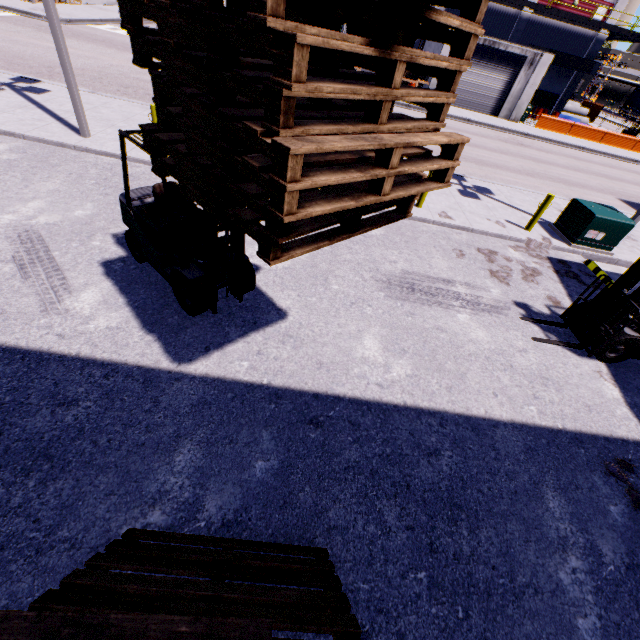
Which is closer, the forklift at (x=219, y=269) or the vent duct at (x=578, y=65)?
the forklift at (x=219, y=269)

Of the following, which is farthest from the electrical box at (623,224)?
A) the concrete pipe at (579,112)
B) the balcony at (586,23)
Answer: the concrete pipe at (579,112)

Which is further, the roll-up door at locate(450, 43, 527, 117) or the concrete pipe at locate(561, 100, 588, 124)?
the concrete pipe at locate(561, 100, 588, 124)

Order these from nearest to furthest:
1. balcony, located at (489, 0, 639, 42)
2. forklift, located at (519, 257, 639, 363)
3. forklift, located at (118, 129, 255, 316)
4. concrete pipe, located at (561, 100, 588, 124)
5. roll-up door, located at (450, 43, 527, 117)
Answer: forklift, located at (118, 129, 255, 316) < forklift, located at (519, 257, 639, 363) < roll-up door, located at (450, 43, 527, 117) < balcony, located at (489, 0, 639, 42) < concrete pipe, located at (561, 100, 588, 124)

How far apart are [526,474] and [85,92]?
17.5 meters

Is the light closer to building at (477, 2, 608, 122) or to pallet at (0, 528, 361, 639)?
building at (477, 2, 608, 122)

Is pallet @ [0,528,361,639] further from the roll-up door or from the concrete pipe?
the concrete pipe

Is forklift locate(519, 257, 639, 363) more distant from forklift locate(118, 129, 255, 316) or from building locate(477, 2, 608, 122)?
forklift locate(118, 129, 255, 316)
